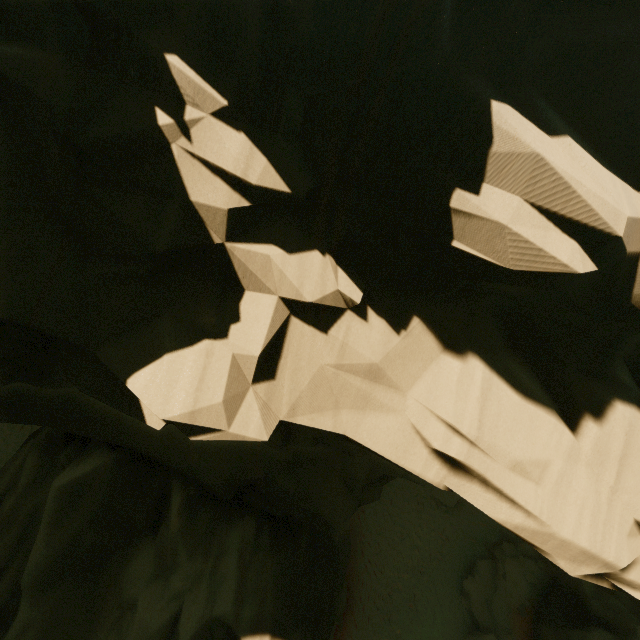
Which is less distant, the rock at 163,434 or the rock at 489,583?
the rock at 163,434

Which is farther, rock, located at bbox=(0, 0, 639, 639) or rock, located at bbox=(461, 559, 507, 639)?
rock, located at bbox=(461, 559, 507, 639)

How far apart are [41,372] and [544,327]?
8.8m

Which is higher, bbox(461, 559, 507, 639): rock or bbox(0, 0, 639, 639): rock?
bbox(0, 0, 639, 639): rock

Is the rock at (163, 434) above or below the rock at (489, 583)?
above
